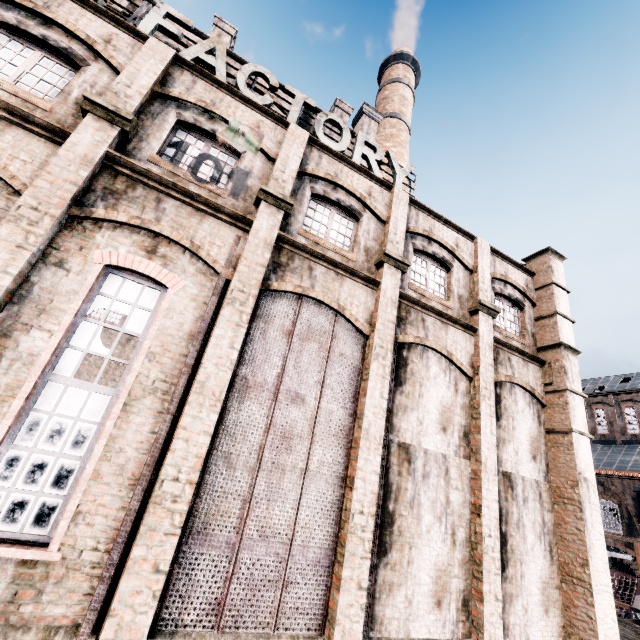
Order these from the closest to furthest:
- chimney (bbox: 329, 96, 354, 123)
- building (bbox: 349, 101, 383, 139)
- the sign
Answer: the sign
building (bbox: 349, 101, 383, 139)
chimney (bbox: 329, 96, 354, 123)

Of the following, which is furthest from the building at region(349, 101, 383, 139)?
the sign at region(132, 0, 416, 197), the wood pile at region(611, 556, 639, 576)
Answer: the wood pile at region(611, 556, 639, 576)

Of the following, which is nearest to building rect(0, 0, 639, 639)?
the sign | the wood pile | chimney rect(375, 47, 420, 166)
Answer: the sign

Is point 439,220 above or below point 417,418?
above

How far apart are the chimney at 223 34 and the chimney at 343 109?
7.59m

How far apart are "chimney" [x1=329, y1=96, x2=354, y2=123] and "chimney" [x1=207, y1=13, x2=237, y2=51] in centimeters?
759cm

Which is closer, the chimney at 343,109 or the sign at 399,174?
the sign at 399,174

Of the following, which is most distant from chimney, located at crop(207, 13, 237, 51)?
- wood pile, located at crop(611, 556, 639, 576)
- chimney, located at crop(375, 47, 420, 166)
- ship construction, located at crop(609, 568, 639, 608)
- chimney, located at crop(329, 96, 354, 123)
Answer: wood pile, located at crop(611, 556, 639, 576)
